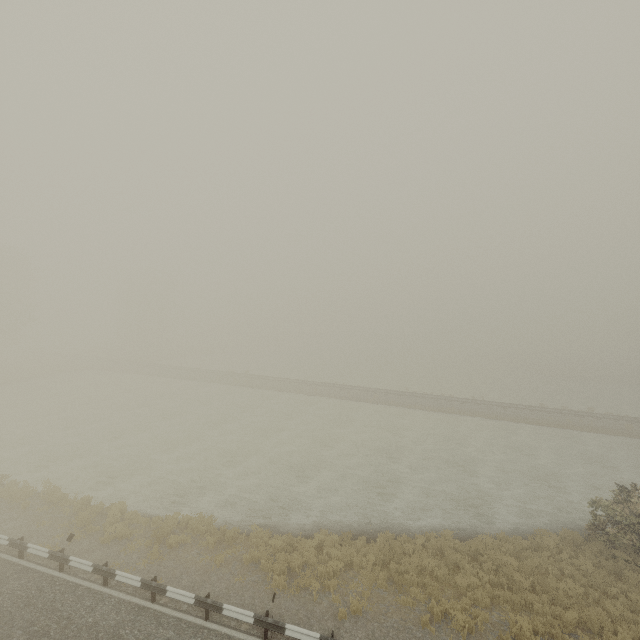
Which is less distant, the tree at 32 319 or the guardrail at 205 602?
the guardrail at 205 602

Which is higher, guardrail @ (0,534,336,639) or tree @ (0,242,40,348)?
tree @ (0,242,40,348)

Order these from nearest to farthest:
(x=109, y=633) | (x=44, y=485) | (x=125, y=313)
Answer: (x=109, y=633) → (x=44, y=485) → (x=125, y=313)

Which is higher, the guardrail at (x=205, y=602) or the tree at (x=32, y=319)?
the tree at (x=32, y=319)

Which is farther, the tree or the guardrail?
the tree
